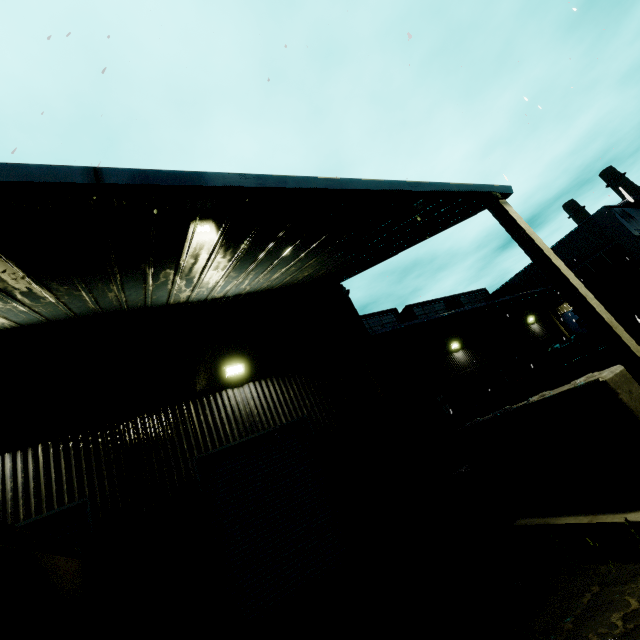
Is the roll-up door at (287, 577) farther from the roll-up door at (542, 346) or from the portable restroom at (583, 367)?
the roll-up door at (542, 346)

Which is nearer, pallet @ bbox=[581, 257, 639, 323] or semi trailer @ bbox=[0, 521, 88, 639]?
semi trailer @ bbox=[0, 521, 88, 639]

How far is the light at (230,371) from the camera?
8.5m

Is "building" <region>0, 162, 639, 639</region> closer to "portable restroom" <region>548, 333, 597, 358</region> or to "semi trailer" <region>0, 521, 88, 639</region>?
"semi trailer" <region>0, 521, 88, 639</region>

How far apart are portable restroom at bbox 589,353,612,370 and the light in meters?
16.4

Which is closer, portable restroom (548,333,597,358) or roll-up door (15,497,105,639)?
roll-up door (15,497,105,639)

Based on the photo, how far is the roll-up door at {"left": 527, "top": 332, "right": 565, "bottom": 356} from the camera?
24.2 meters

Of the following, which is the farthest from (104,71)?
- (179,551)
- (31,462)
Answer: (179,551)
